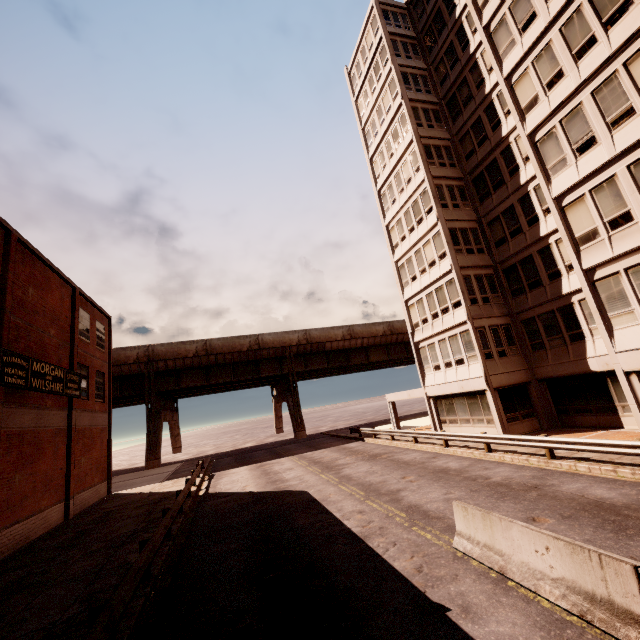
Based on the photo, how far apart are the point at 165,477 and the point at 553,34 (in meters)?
38.86

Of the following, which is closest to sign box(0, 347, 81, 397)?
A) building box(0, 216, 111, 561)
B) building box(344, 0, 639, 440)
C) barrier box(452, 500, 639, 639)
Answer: building box(0, 216, 111, 561)

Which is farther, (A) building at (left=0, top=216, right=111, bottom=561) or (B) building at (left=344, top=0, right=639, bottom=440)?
(A) building at (left=0, top=216, right=111, bottom=561)

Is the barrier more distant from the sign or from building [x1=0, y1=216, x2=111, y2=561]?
the sign

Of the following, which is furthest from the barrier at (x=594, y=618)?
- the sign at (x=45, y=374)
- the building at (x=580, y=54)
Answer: the sign at (x=45, y=374)

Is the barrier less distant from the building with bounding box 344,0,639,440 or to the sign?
the building with bounding box 344,0,639,440

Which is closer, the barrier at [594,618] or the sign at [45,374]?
the barrier at [594,618]

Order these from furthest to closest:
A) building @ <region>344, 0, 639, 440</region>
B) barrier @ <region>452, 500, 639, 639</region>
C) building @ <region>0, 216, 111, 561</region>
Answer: building @ <region>0, 216, 111, 561</region>, building @ <region>344, 0, 639, 440</region>, barrier @ <region>452, 500, 639, 639</region>
